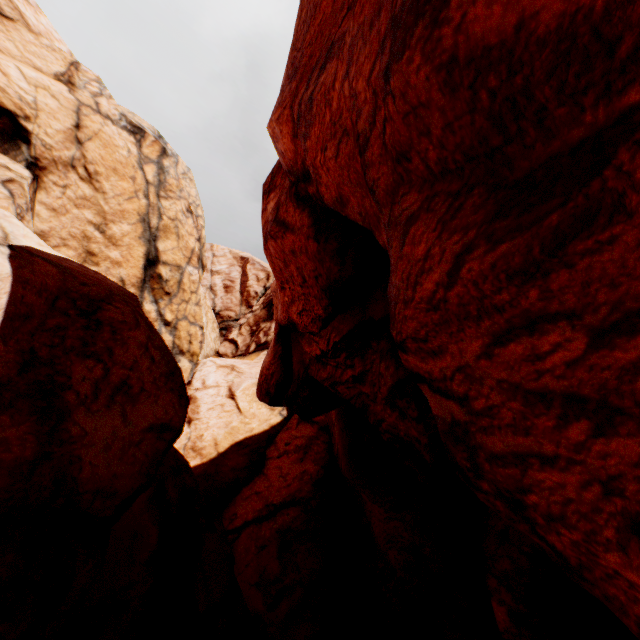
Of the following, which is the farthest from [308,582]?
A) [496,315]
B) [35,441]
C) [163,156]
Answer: [163,156]
